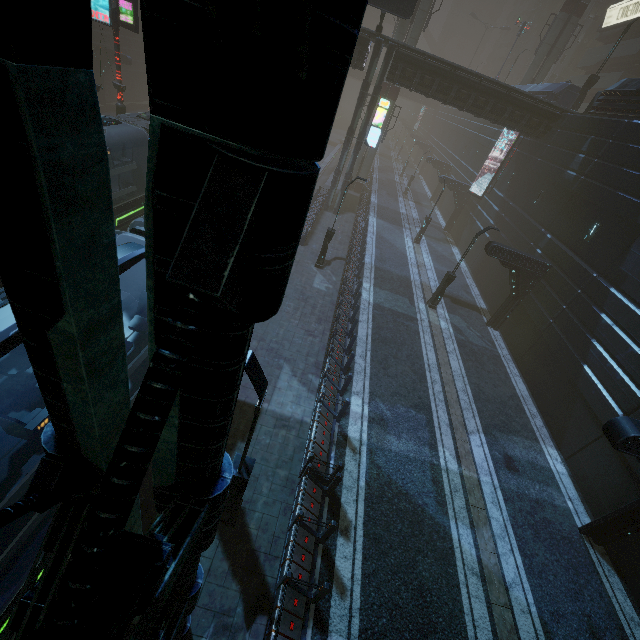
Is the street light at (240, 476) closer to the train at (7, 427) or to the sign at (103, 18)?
the train at (7, 427)

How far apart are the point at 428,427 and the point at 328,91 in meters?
13.3 m

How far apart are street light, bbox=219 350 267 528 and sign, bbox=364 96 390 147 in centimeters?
2482cm

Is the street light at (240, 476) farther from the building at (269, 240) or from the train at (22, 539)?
the train at (22, 539)

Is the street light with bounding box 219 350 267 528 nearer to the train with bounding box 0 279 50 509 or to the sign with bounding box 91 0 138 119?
the train with bounding box 0 279 50 509

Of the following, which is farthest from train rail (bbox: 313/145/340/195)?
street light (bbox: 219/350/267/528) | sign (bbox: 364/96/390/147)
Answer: sign (bbox: 364/96/390/147)

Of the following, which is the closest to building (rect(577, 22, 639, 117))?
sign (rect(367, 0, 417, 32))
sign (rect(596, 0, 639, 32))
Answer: sign (rect(596, 0, 639, 32))

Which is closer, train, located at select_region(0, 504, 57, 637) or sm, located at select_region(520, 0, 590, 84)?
train, located at select_region(0, 504, 57, 637)
